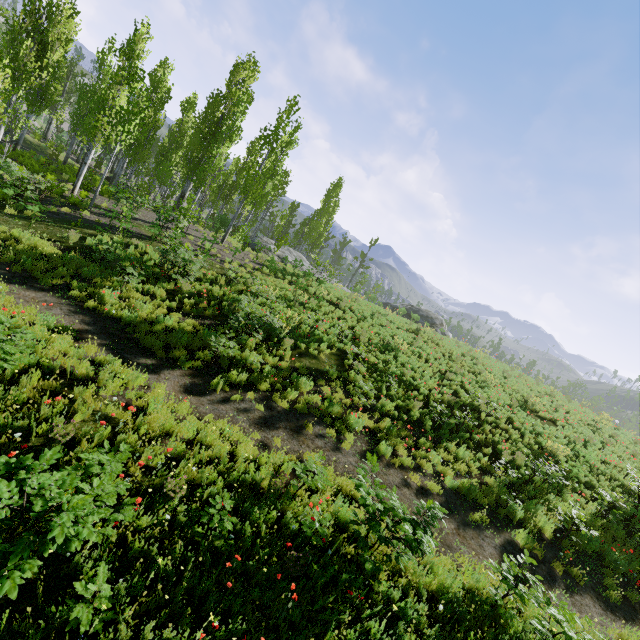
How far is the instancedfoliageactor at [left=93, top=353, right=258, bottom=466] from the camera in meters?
6.6 m

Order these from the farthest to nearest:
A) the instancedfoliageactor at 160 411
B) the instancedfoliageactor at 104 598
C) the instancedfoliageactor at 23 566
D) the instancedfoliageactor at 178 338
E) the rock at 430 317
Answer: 1. the rock at 430 317
2. the instancedfoliageactor at 178 338
3. the instancedfoliageactor at 160 411
4. the instancedfoliageactor at 104 598
5. the instancedfoliageactor at 23 566

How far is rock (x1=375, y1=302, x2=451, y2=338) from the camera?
25.1 meters

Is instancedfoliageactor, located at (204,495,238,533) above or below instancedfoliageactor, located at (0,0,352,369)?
below

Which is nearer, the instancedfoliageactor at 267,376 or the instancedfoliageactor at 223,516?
the instancedfoliageactor at 223,516

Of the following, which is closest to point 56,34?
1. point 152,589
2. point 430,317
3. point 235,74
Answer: point 235,74

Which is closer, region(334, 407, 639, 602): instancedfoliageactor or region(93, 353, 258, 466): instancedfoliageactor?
region(93, 353, 258, 466): instancedfoliageactor
